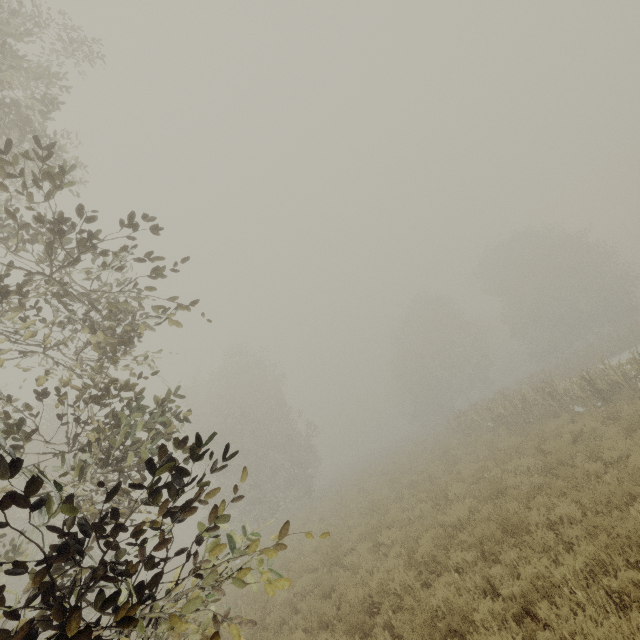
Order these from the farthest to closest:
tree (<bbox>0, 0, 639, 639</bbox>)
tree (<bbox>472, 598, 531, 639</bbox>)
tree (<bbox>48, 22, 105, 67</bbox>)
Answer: tree (<bbox>48, 22, 105, 67</bbox>) < tree (<bbox>472, 598, 531, 639</bbox>) < tree (<bbox>0, 0, 639, 639</bbox>)

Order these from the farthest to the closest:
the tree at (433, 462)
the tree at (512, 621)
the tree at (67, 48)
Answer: the tree at (67, 48) < the tree at (512, 621) < the tree at (433, 462)

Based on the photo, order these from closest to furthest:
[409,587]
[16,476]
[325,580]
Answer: [409,587], [325,580], [16,476]

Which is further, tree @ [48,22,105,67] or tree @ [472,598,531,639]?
tree @ [48,22,105,67]

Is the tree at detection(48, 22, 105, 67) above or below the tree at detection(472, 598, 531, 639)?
above

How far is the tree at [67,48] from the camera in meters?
6.4 m
